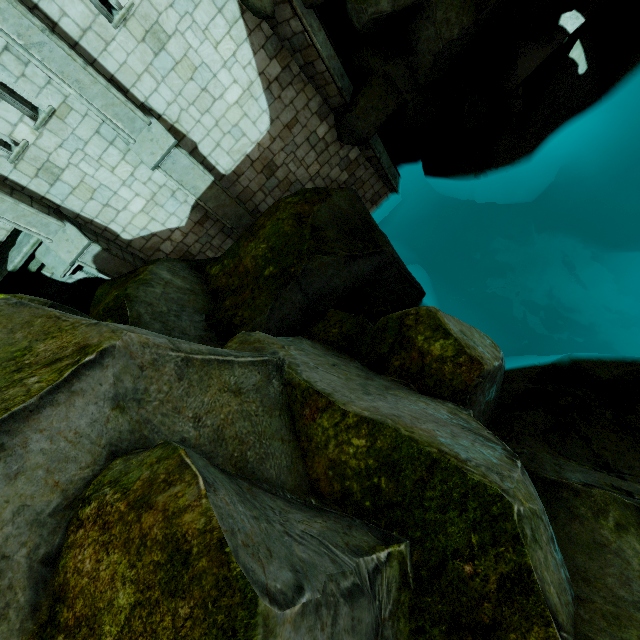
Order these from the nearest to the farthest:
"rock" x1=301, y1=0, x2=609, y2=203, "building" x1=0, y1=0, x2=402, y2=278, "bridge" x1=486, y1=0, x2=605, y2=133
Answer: "building" x1=0, y1=0, x2=402, y2=278 → "rock" x1=301, y1=0, x2=609, y2=203 → "bridge" x1=486, y1=0, x2=605, y2=133

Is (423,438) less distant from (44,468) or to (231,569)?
(231,569)

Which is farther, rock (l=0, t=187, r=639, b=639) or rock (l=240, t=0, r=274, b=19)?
rock (l=240, t=0, r=274, b=19)

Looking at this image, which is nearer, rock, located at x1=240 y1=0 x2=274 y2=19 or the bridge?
rock, located at x1=240 y1=0 x2=274 y2=19

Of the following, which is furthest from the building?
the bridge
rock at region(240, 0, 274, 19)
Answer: the bridge

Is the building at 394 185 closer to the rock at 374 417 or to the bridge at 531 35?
the rock at 374 417
